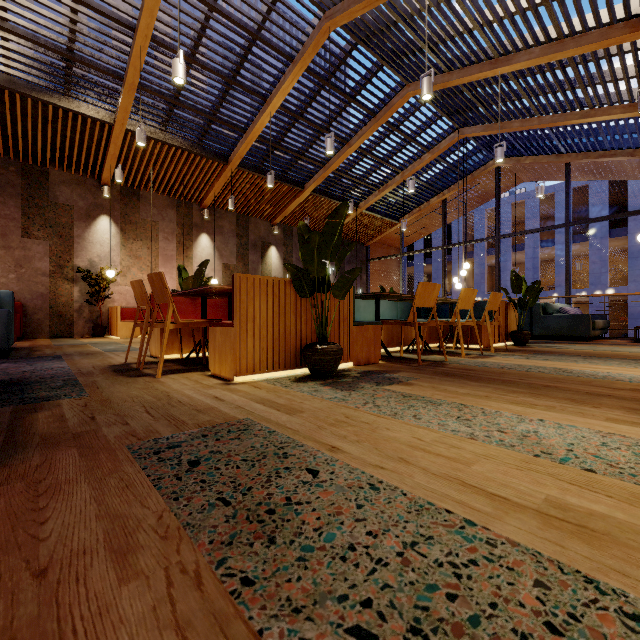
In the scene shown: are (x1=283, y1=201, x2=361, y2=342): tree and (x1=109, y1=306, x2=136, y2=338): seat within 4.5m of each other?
no

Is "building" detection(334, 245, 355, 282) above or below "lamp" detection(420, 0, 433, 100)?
below

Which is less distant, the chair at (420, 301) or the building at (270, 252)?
the chair at (420, 301)

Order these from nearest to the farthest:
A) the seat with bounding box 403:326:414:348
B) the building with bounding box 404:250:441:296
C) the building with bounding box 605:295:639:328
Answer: the seat with bounding box 403:326:414:348 → the building with bounding box 605:295:639:328 → the building with bounding box 404:250:441:296

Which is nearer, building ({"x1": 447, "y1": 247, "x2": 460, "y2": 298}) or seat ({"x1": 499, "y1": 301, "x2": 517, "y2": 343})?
seat ({"x1": 499, "y1": 301, "x2": 517, "y2": 343})

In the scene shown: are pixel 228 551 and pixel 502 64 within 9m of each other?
yes

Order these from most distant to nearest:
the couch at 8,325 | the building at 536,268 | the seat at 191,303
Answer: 1. the building at 536,268
2. the seat at 191,303
3. the couch at 8,325

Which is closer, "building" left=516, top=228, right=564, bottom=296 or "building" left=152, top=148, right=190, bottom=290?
"building" left=152, top=148, right=190, bottom=290
